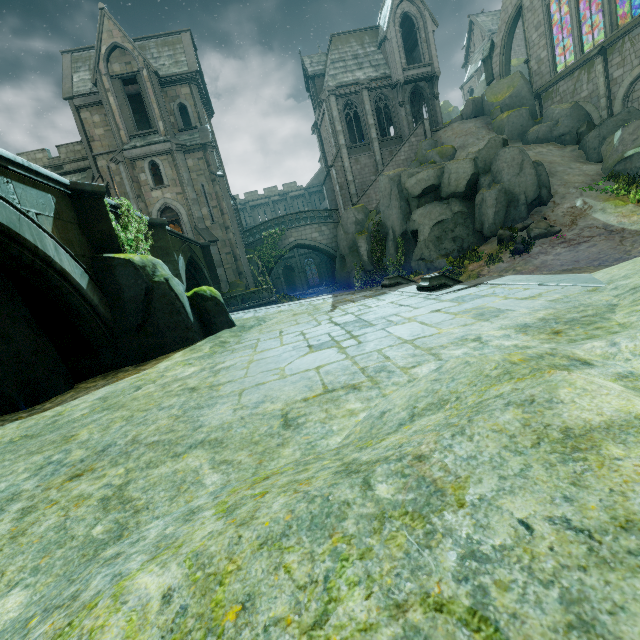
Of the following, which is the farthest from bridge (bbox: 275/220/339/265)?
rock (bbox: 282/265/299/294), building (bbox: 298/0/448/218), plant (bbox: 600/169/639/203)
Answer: plant (bbox: 600/169/639/203)

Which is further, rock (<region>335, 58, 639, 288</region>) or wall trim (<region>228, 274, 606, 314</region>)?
rock (<region>335, 58, 639, 288</region>)

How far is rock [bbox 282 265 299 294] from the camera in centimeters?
5253cm

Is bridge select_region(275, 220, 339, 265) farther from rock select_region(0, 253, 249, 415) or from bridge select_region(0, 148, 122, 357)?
rock select_region(0, 253, 249, 415)

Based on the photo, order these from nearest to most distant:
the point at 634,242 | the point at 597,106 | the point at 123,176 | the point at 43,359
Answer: the point at 43,359, the point at 634,242, the point at 597,106, the point at 123,176

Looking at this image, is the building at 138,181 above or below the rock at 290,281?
above

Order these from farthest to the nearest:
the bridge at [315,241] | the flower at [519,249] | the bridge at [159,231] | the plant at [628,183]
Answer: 1. the bridge at [315,241]
2. the flower at [519,249]
3. the plant at [628,183]
4. the bridge at [159,231]

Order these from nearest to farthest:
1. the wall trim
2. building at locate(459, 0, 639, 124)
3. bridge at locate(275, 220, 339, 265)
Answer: the wall trim
building at locate(459, 0, 639, 124)
bridge at locate(275, 220, 339, 265)
